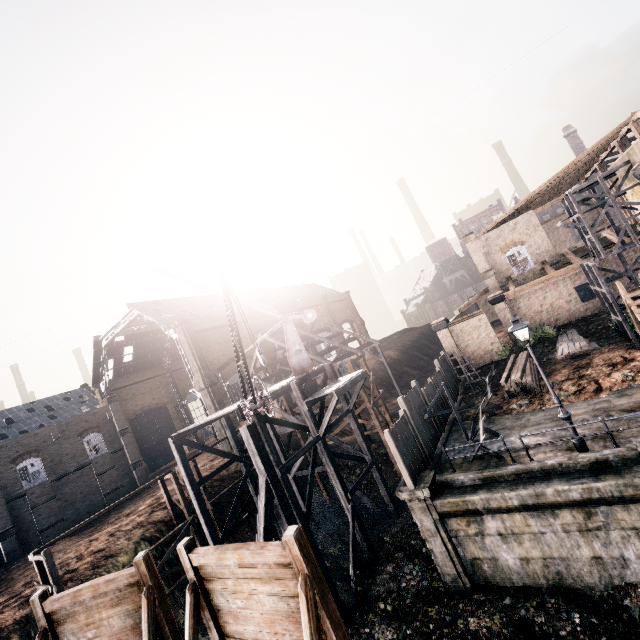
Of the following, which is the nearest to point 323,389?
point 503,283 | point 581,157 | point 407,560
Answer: point 407,560

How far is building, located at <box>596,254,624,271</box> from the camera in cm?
2627

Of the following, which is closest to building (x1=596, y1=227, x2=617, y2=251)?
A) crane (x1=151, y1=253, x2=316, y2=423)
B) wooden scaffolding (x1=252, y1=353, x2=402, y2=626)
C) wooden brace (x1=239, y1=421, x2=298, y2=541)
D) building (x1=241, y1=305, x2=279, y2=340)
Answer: wooden scaffolding (x1=252, y1=353, x2=402, y2=626)

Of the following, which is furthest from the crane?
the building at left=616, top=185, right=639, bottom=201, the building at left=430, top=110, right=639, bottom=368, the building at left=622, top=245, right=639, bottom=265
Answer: the building at left=430, top=110, right=639, bottom=368

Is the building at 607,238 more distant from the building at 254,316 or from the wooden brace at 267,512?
the building at 254,316

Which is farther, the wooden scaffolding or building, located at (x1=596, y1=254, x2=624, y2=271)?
building, located at (x1=596, y1=254, x2=624, y2=271)

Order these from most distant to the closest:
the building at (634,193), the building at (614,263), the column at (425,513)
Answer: the building at (614,263) → the building at (634,193) → the column at (425,513)

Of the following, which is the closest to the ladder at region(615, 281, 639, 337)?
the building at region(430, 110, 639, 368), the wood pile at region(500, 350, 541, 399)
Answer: the wood pile at region(500, 350, 541, 399)
